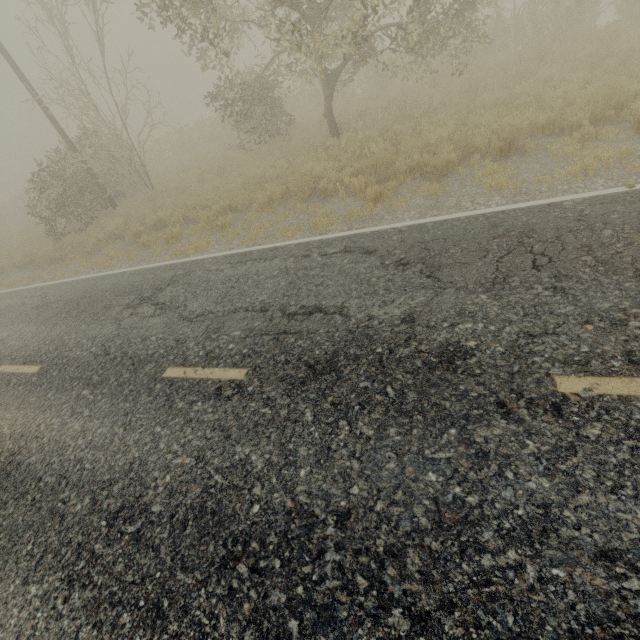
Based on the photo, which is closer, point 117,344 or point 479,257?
point 479,257
